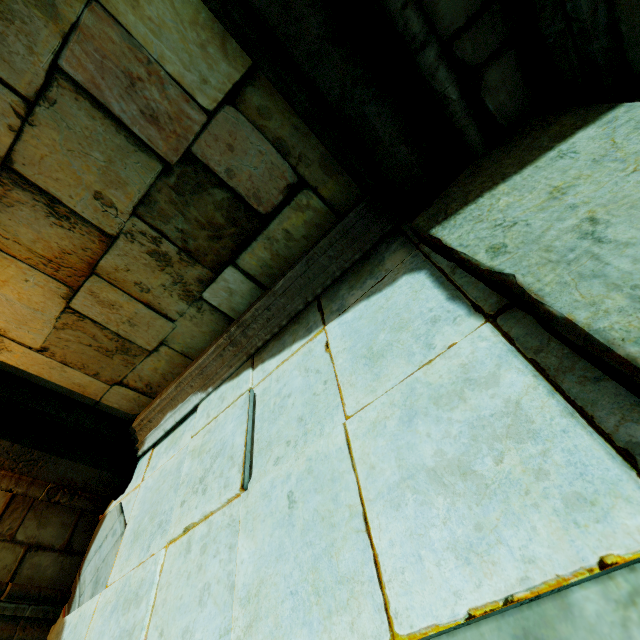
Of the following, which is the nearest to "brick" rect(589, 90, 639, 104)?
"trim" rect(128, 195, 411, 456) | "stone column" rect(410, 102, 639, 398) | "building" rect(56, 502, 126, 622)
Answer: "stone column" rect(410, 102, 639, 398)

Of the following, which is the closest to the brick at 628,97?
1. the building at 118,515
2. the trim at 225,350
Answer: the trim at 225,350

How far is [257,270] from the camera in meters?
2.7

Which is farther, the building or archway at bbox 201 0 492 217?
the building

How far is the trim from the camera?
2.3 meters

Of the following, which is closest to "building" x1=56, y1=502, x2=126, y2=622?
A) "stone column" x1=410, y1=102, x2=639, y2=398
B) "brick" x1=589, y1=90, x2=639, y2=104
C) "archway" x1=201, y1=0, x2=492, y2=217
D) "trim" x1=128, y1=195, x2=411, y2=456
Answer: "archway" x1=201, y1=0, x2=492, y2=217

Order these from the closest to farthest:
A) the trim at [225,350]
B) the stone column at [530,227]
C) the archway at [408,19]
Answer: the stone column at [530,227] → the archway at [408,19] → the trim at [225,350]

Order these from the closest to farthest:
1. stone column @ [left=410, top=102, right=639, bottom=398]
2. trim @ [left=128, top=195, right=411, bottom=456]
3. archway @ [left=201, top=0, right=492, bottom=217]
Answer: stone column @ [left=410, top=102, right=639, bottom=398] < archway @ [left=201, top=0, right=492, bottom=217] < trim @ [left=128, top=195, right=411, bottom=456]
